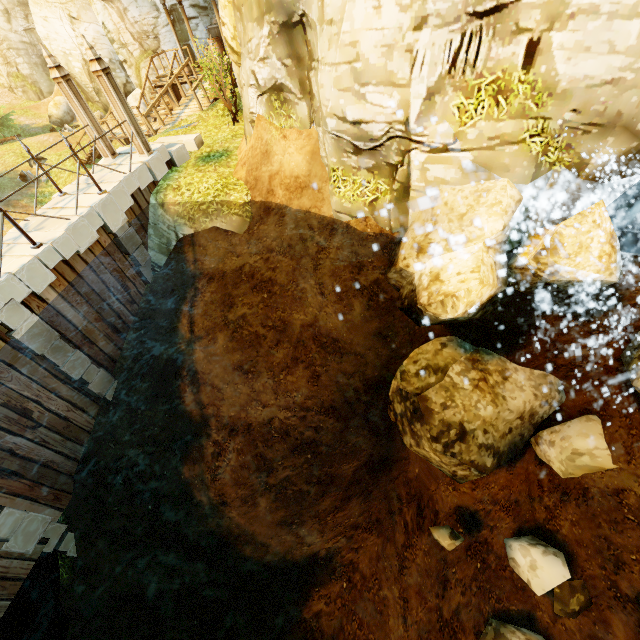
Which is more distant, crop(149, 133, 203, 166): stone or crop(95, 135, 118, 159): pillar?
crop(149, 133, 203, 166): stone

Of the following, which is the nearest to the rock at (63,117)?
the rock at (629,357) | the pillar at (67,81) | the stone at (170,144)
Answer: the stone at (170,144)

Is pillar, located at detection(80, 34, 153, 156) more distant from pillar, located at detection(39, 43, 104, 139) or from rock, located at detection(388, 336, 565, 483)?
rock, located at detection(388, 336, 565, 483)

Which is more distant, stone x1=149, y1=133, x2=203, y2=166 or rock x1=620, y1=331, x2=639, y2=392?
stone x1=149, y1=133, x2=203, y2=166

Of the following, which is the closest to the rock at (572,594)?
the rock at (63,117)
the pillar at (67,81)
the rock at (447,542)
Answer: the rock at (447,542)

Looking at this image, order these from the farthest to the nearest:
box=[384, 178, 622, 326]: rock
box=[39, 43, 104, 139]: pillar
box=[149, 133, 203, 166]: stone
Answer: box=[149, 133, 203, 166]: stone < box=[39, 43, 104, 139]: pillar < box=[384, 178, 622, 326]: rock

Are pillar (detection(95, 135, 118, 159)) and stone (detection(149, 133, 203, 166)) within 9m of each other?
yes

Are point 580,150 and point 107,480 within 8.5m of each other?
no
